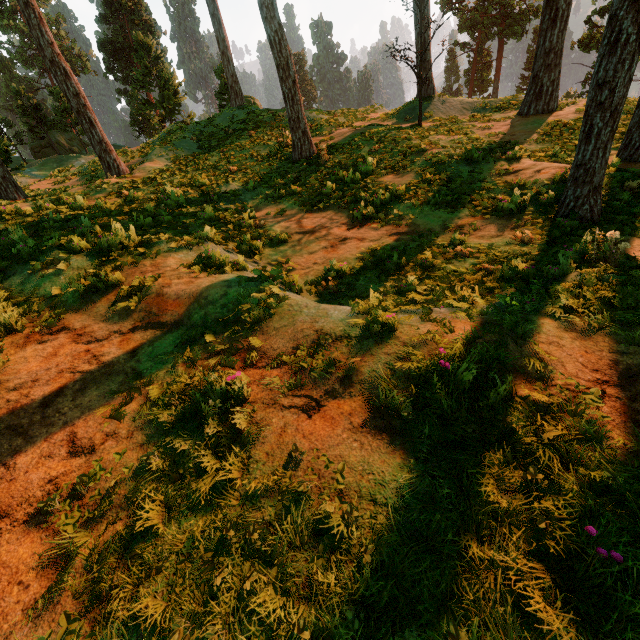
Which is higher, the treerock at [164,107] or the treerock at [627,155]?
the treerock at [164,107]

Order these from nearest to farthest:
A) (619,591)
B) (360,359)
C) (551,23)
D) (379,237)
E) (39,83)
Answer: (619,591), (360,359), (379,237), (551,23), (39,83)

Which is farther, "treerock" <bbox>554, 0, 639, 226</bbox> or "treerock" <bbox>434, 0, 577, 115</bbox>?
"treerock" <bbox>434, 0, 577, 115</bbox>

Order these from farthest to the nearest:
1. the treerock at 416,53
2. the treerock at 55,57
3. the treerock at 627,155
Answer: the treerock at 416,53 < the treerock at 55,57 < the treerock at 627,155
